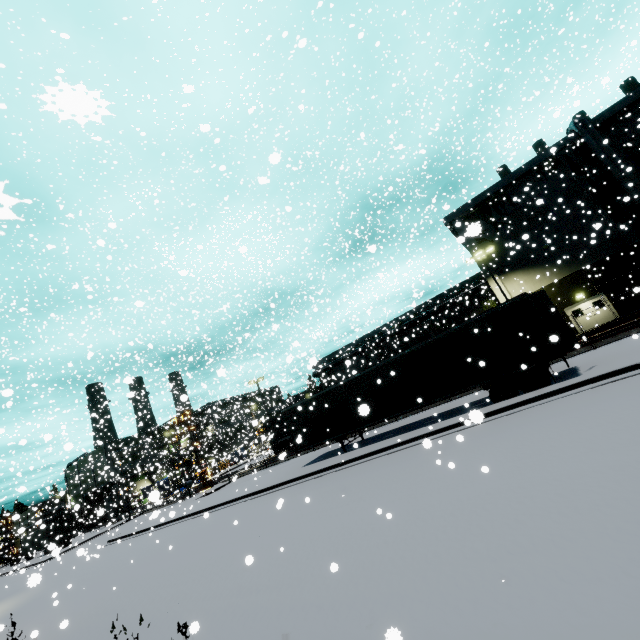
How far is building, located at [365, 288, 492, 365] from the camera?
34.03m

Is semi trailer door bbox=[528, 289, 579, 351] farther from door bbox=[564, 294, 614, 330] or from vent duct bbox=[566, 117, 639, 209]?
door bbox=[564, 294, 614, 330]

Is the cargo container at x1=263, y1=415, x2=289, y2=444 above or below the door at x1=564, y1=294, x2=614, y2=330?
above

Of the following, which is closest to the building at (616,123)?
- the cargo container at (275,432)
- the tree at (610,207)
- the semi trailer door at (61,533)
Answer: the tree at (610,207)

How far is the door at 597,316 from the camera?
27.0m

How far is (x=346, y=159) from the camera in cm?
4466

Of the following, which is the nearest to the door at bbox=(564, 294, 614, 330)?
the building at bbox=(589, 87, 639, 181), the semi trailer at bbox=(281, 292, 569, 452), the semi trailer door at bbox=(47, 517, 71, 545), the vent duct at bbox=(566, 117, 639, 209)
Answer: the building at bbox=(589, 87, 639, 181)

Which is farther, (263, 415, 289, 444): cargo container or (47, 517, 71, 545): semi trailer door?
(47, 517, 71, 545): semi trailer door
